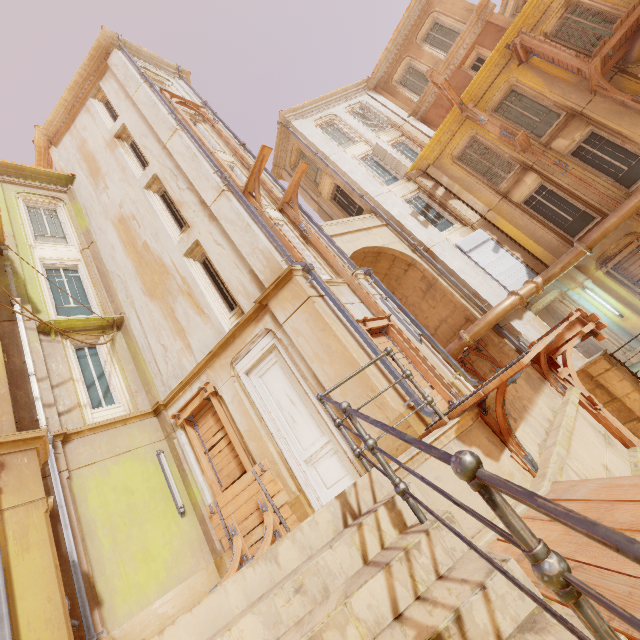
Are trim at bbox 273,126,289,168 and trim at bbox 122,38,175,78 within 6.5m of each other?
yes

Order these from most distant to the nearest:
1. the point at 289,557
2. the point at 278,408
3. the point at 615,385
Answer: the point at 615,385, the point at 278,408, the point at 289,557

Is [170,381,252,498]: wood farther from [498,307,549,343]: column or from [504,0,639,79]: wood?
[504,0,639,79]: wood

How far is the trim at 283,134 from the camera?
19.16m

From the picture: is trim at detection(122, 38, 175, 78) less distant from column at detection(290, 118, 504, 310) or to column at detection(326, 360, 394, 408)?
column at detection(326, 360, 394, 408)

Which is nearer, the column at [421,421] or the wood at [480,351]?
the column at [421,421]

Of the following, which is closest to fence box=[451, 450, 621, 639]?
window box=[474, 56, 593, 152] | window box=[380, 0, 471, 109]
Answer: window box=[474, 56, 593, 152]

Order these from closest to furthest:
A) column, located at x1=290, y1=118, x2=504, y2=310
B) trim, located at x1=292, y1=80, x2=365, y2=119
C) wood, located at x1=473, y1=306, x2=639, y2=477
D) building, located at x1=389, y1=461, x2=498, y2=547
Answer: building, located at x1=389, y1=461, x2=498, y2=547 < wood, located at x1=473, y1=306, x2=639, y2=477 < column, located at x1=290, y1=118, x2=504, y2=310 < trim, located at x1=292, y1=80, x2=365, y2=119
